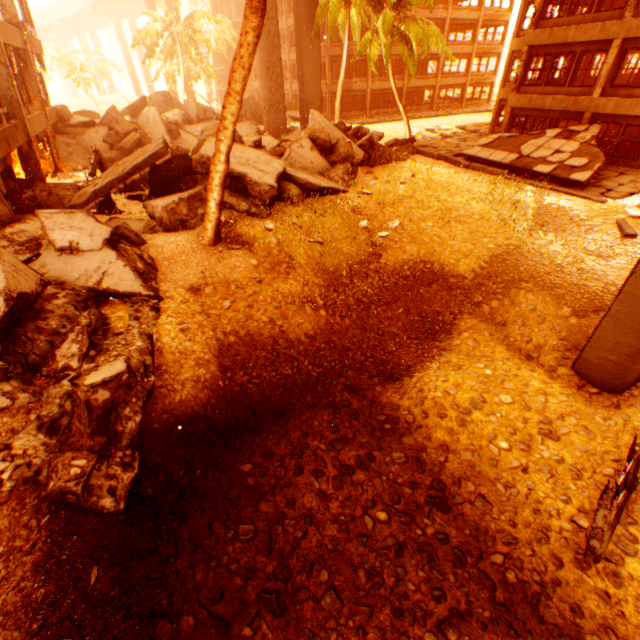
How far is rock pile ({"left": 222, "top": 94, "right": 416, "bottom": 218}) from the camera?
10.3 meters

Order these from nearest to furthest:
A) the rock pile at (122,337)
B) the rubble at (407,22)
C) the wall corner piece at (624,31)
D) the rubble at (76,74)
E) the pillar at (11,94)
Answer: the rock pile at (122,337) → the pillar at (11,94) → the wall corner piece at (624,31) → the rubble at (407,22) → the rubble at (76,74)

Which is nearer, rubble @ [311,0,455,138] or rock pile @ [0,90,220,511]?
rock pile @ [0,90,220,511]

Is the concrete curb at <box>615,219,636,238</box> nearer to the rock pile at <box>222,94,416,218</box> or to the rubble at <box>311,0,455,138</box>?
the rock pile at <box>222,94,416,218</box>

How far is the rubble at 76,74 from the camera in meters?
52.5

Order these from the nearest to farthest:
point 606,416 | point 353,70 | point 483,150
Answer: point 606,416
point 483,150
point 353,70

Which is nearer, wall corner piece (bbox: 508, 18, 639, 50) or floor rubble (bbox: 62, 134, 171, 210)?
floor rubble (bbox: 62, 134, 171, 210)

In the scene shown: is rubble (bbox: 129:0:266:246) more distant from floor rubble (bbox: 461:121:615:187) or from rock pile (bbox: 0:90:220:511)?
floor rubble (bbox: 461:121:615:187)
